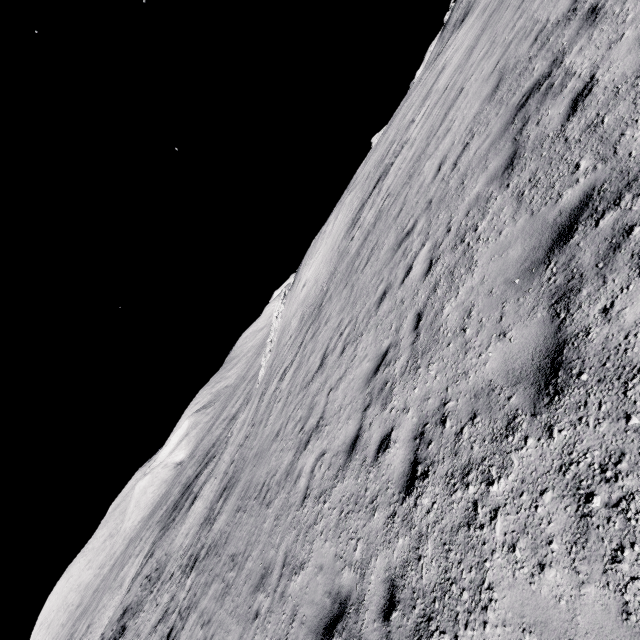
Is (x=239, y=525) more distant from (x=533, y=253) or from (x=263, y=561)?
(x=533, y=253)
